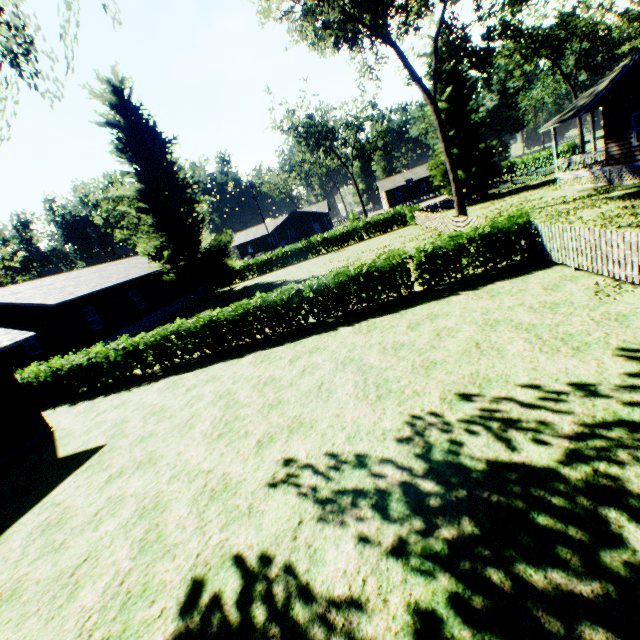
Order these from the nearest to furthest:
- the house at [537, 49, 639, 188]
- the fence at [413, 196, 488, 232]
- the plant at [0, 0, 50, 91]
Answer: the plant at [0, 0, 50, 91], the house at [537, 49, 639, 188], the fence at [413, 196, 488, 232]

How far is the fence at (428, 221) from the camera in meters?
17.3

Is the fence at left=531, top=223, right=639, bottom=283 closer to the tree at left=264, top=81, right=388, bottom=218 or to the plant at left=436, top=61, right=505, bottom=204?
the plant at left=436, top=61, right=505, bottom=204

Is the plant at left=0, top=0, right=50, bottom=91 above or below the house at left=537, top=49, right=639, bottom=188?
above

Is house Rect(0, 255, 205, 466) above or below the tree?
below

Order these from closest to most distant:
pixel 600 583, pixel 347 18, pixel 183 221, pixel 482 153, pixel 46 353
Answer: pixel 600 583
pixel 347 18
pixel 46 353
pixel 183 221
pixel 482 153

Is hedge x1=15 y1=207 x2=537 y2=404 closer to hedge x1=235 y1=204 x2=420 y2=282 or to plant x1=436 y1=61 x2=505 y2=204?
hedge x1=235 y1=204 x2=420 y2=282

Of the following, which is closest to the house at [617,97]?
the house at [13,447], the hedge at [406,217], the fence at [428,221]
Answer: the fence at [428,221]
